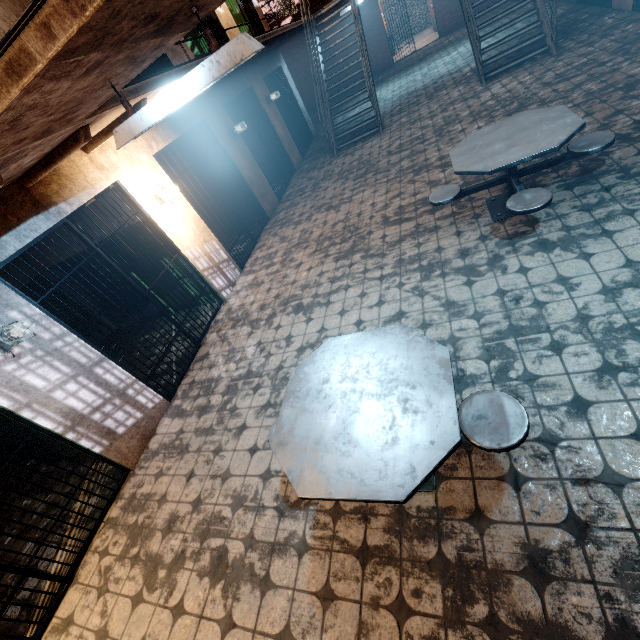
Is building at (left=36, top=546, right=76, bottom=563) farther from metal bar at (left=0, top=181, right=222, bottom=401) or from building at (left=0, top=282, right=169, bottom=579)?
metal bar at (left=0, top=181, right=222, bottom=401)

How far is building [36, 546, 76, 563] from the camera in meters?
3.3 m

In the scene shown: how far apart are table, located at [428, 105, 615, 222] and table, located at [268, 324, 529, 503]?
2.0m

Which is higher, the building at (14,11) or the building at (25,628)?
the building at (14,11)

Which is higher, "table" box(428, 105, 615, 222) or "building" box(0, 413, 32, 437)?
"building" box(0, 413, 32, 437)

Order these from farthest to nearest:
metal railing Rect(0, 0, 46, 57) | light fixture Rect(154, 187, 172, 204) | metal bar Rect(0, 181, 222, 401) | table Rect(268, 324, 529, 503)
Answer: light fixture Rect(154, 187, 172, 204) < metal bar Rect(0, 181, 222, 401) < table Rect(268, 324, 529, 503) < metal railing Rect(0, 0, 46, 57)

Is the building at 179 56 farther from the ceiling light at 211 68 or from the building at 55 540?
the ceiling light at 211 68

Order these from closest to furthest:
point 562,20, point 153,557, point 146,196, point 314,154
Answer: point 153,557 < point 146,196 < point 562,20 < point 314,154
